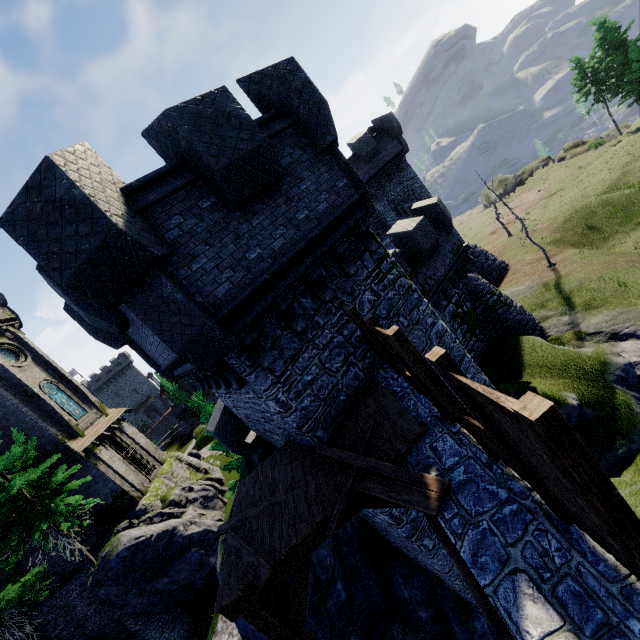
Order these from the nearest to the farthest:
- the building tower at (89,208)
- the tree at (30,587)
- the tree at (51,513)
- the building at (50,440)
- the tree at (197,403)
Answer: the building tower at (89,208)
the tree at (51,513)
the tree at (30,587)
the tree at (197,403)
the building at (50,440)

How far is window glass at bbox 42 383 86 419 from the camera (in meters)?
24.21

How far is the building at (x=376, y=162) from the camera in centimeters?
2417cm

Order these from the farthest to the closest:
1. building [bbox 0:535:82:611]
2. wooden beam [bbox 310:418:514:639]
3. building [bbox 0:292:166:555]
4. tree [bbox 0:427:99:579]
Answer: building [bbox 0:292:166:555]
building [bbox 0:535:82:611]
tree [bbox 0:427:99:579]
wooden beam [bbox 310:418:514:639]

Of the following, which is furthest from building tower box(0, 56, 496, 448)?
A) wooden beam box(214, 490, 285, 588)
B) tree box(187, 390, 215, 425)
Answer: tree box(187, 390, 215, 425)

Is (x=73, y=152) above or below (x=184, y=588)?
above

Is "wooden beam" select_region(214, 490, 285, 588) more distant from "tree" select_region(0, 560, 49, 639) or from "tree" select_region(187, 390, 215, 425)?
"tree" select_region(0, 560, 49, 639)

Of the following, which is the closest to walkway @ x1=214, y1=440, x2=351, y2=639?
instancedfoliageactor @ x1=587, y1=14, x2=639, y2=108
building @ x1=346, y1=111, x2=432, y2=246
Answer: building @ x1=346, y1=111, x2=432, y2=246
